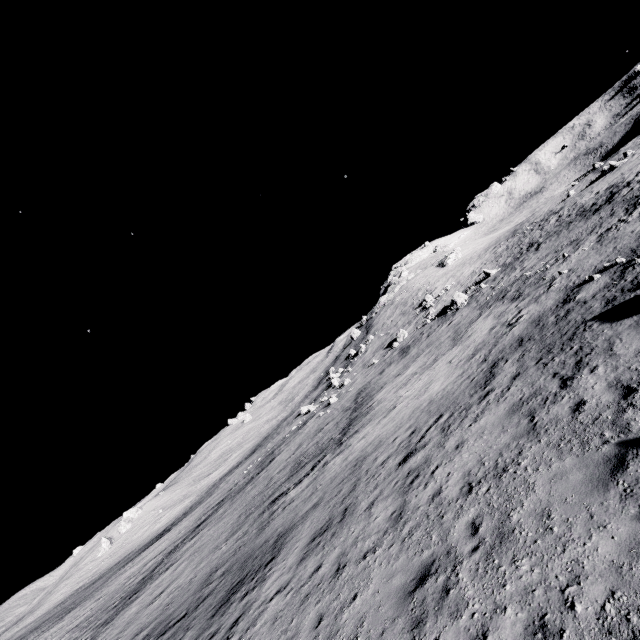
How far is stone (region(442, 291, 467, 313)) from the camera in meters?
34.9

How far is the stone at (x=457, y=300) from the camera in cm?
3493

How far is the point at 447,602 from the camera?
5.4 meters
